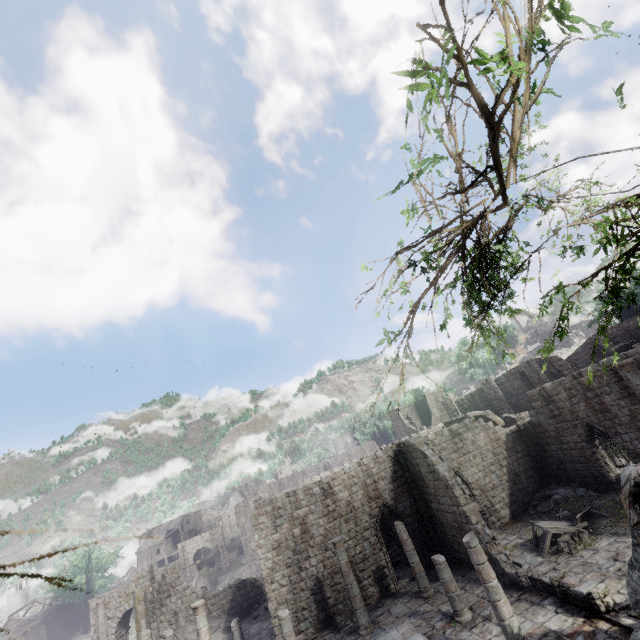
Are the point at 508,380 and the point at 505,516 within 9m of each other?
no

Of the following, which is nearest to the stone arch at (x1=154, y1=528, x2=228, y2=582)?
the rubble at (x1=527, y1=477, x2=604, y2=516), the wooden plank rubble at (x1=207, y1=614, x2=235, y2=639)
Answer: the wooden plank rubble at (x1=207, y1=614, x2=235, y2=639)

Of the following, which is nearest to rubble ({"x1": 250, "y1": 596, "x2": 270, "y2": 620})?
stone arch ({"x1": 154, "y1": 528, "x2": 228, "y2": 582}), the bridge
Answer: stone arch ({"x1": 154, "y1": 528, "x2": 228, "y2": 582})

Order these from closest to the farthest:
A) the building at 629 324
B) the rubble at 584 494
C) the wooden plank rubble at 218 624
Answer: the rubble at 584 494 → the wooden plank rubble at 218 624 → the building at 629 324

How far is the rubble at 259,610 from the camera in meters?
21.8

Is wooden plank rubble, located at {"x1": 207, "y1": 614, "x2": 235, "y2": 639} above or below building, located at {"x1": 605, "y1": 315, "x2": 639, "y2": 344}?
below

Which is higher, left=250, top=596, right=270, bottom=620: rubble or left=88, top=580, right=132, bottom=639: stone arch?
left=88, top=580, right=132, bottom=639: stone arch

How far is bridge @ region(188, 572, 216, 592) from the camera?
42.4m
